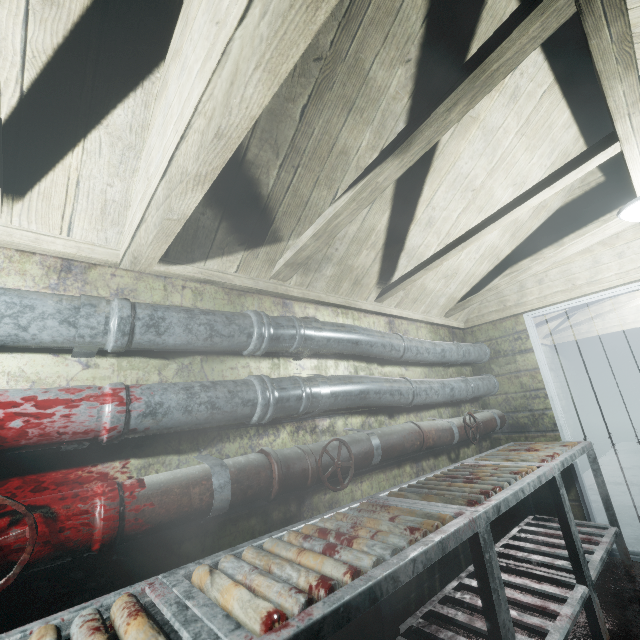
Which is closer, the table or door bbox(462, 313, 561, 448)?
the table

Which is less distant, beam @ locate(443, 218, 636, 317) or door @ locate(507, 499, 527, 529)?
beam @ locate(443, 218, 636, 317)

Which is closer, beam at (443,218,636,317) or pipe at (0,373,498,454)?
pipe at (0,373,498,454)

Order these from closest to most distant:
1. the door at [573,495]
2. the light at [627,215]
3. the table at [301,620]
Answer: the table at [301,620] → the light at [627,215] → the door at [573,495]

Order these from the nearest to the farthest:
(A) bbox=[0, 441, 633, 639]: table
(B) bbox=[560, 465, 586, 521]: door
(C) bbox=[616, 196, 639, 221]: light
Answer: (A) bbox=[0, 441, 633, 639]: table
(C) bbox=[616, 196, 639, 221]: light
(B) bbox=[560, 465, 586, 521]: door

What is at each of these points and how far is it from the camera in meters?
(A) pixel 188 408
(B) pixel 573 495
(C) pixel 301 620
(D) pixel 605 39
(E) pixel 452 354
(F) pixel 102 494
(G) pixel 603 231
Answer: (A) pipe, 1.2
(B) door, 2.7
(C) table, 0.7
(D) beam, 1.0
(E) pipe, 2.8
(F) pipe, 1.0
(G) beam, 2.3

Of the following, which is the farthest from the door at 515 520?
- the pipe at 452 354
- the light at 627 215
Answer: the light at 627 215

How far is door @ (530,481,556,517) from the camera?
2.8m
